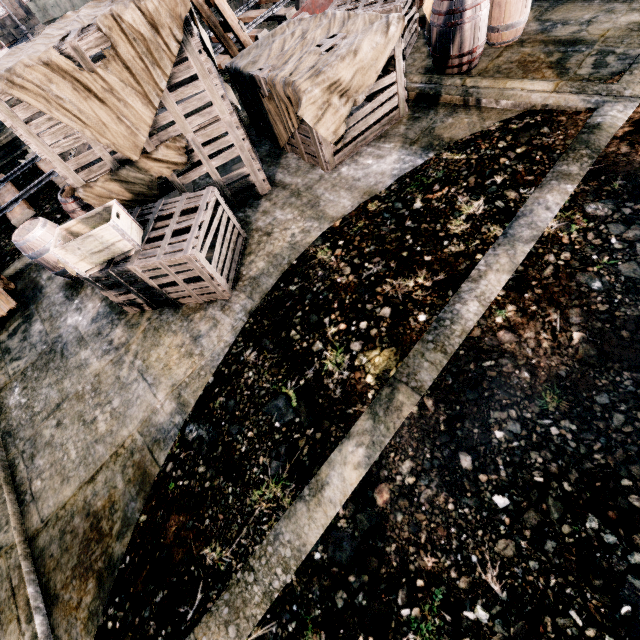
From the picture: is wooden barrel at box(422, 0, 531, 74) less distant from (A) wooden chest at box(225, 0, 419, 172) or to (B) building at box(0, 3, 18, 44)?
(A) wooden chest at box(225, 0, 419, 172)

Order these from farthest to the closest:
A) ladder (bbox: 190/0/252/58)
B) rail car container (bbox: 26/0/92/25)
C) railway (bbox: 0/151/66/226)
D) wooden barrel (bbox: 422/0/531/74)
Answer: rail car container (bbox: 26/0/92/25), railway (bbox: 0/151/66/226), ladder (bbox: 190/0/252/58), wooden barrel (bbox: 422/0/531/74)

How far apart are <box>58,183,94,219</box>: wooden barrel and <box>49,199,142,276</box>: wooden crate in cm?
178

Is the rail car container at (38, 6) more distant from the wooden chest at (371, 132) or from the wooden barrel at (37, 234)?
the wooden barrel at (37, 234)

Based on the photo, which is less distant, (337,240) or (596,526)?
(596,526)

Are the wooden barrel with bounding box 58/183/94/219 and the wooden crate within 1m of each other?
no

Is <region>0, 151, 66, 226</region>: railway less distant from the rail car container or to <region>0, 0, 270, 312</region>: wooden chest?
<region>0, 0, 270, 312</region>: wooden chest

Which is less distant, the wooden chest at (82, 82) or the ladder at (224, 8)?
the wooden chest at (82, 82)
